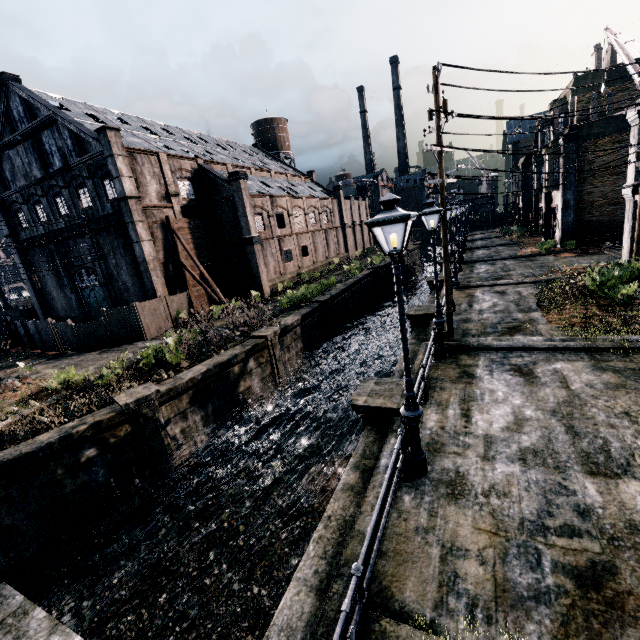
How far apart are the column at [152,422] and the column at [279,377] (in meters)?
6.36

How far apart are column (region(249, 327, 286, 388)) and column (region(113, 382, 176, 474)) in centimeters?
636cm

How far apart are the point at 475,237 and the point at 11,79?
60.5 meters

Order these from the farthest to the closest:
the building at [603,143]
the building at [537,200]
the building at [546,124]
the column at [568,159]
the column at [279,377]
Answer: the building at [537,200], the column at [568,159], the building at [546,124], the column at [279,377], the building at [603,143]

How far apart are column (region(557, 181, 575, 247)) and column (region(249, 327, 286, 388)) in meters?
27.6

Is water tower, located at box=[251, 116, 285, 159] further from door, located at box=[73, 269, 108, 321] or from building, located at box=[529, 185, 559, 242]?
door, located at box=[73, 269, 108, 321]

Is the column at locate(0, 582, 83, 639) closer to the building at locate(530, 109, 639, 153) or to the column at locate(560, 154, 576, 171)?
the column at locate(560, 154, 576, 171)

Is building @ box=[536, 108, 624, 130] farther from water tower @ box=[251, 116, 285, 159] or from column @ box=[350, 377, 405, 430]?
water tower @ box=[251, 116, 285, 159]
